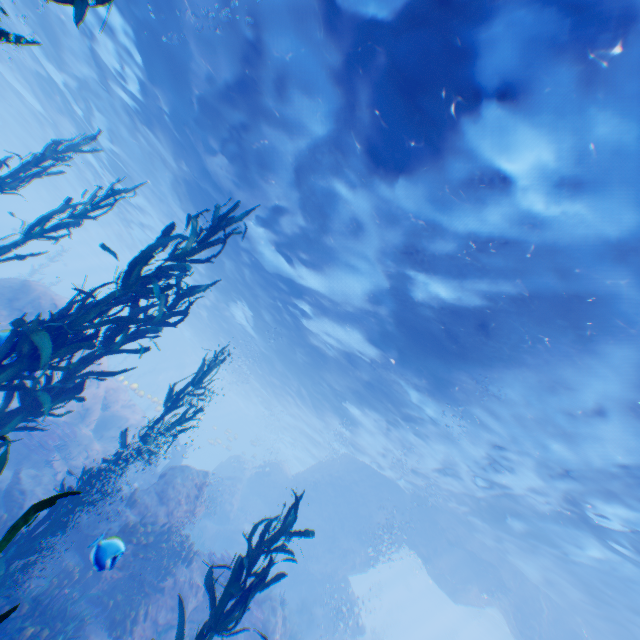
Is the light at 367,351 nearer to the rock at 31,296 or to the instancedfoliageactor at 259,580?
the rock at 31,296

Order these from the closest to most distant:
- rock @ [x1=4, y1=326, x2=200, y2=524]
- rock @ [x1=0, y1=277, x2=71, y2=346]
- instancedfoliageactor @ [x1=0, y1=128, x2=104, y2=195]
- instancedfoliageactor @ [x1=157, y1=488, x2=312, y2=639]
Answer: instancedfoliageactor @ [x1=157, y1=488, x2=312, y2=639]
instancedfoliageactor @ [x1=0, y1=128, x2=104, y2=195]
rock @ [x1=4, y1=326, x2=200, y2=524]
rock @ [x1=0, y1=277, x2=71, y2=346]

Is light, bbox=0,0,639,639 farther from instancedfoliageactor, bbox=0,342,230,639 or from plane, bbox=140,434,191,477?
instancedfoliageactor, bbox=0,342,230,639

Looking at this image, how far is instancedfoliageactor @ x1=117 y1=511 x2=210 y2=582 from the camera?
9.7m

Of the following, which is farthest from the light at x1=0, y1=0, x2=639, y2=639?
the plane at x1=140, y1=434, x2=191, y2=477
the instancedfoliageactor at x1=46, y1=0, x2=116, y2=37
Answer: the instancedfoliageactor at x1=46, y1=0, x2=116, y2=37

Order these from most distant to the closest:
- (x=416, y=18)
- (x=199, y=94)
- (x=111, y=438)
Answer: (x=111, y=438)
(x=199, y=94)
(x=416, y=18)

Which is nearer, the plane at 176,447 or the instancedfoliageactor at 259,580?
the instancedfoliageactor at 259,580

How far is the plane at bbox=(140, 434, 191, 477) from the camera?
19.04m
